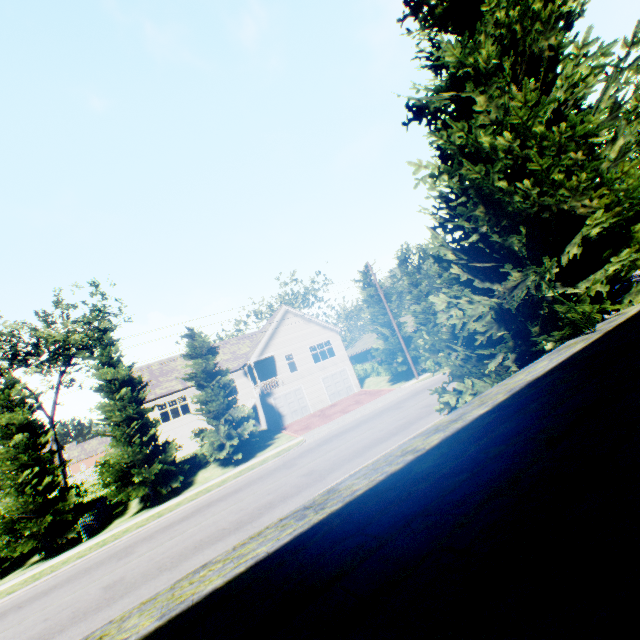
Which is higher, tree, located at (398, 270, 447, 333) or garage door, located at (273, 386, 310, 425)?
tree, located at (398, 270, 447, 333)

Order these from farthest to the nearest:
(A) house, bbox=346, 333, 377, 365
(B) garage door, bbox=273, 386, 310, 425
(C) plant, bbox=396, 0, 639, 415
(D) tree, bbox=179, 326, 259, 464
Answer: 1. (A) house, bbox=346, 333, 377, 365
2. (B) garage door, bbox=273, 386, 310, 425
3. (D) tree, bbox=179, 326, 259, 464
4. (C) plant, bbox=396, 0, 639, 415

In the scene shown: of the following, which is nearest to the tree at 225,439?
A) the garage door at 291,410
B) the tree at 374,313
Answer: the tree at 374,313

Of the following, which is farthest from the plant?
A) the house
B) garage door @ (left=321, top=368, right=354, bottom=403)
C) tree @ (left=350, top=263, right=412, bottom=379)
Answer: the house

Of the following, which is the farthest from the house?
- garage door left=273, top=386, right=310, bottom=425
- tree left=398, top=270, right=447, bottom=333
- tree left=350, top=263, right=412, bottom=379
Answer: garage door left=273, top=386, right=310, bottom=425

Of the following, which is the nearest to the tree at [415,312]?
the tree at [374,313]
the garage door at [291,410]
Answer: the tree at [374,313]

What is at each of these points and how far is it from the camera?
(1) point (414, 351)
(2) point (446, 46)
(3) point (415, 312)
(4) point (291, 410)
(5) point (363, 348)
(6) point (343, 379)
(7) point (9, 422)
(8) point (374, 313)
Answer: (1) tree, 29.83m
(2) plant, 7.56m
(3) tree, 35.50m
(4) garage door, 31.05m
(5) house, 48.72m
(6) garage door, 34.16m
(7) tree, 18.78m
(8) tree, 31.48m

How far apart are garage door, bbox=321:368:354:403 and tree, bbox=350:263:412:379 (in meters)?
6.16
